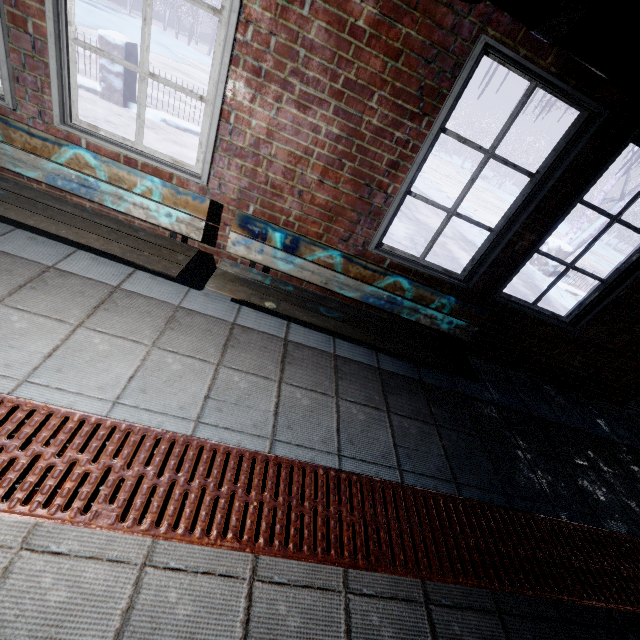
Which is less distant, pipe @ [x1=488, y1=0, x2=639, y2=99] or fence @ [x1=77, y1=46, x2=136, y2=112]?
pipe @ [x1=488, y1=0, x2=639, y2=99]

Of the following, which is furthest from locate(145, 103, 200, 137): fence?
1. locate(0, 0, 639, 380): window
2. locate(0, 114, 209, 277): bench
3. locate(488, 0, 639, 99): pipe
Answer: locate(488, 0, 639, 99): pipe

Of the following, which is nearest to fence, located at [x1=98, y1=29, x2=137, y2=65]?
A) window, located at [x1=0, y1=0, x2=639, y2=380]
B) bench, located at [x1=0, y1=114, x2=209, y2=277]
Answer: window, located at [x1=0, y1=0, x2=639, y2=380]

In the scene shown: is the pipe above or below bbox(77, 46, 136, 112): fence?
above

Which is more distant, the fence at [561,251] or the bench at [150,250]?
the fence at [561,251]

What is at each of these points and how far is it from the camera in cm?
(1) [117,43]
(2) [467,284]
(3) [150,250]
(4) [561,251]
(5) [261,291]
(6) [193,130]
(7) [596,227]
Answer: (1) fence, 491
(2) window, 253
(3) bench, 195
(4) fence, 716
(5) bench, 207
(6) fence, 571
(7) tree, 746

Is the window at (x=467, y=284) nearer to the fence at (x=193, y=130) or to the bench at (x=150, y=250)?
the bench at (x=150, y=250)

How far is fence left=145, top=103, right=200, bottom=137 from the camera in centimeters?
554cm
